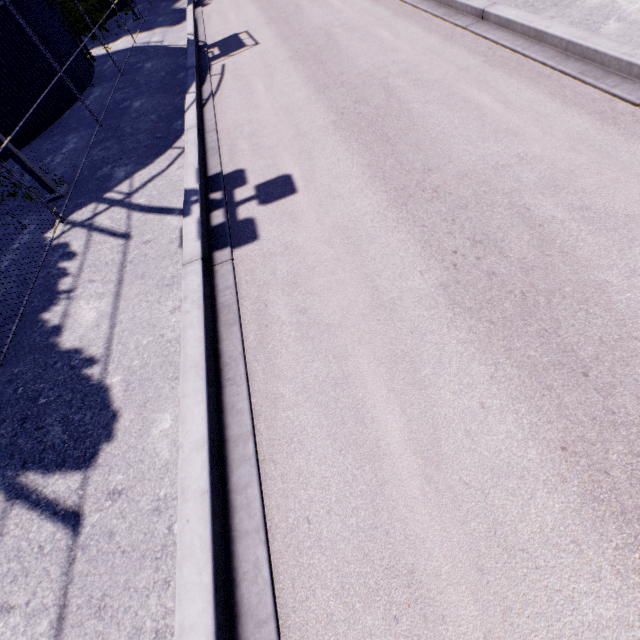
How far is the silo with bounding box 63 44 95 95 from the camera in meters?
13.0 m

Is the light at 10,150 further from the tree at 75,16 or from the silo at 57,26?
the silo at 57,26

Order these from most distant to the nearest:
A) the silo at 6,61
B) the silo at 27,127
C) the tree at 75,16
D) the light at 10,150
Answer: the tree at 75,16 < the silo at 27,127 < the silo at 6,61 < the light at 10,150

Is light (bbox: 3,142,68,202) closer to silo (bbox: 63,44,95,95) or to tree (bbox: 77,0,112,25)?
tree (bbox: 77,0,112,25)

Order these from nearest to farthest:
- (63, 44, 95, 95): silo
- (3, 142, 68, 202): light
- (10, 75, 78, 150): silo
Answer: (3, 142, 68, 202): light, (10, 75, 78, 150): silo, (63, 44, 95, 95): silo

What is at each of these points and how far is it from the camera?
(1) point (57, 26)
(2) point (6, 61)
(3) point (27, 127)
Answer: (1) silo, 13.2m
(2) silo, 10.6m
(3) silo, 11.3m
